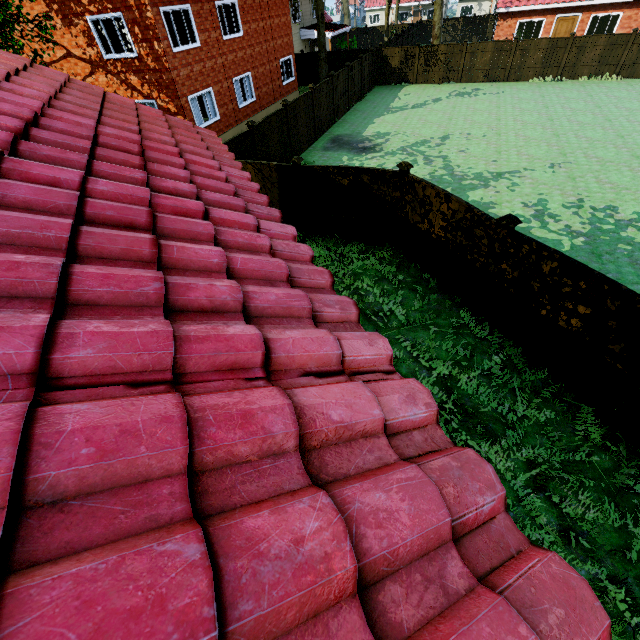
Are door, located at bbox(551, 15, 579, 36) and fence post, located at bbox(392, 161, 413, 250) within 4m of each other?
no

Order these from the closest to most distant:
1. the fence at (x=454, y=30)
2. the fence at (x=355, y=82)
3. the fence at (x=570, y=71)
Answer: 1. the fence at (x=355, y=82)
2. the fence at (x=570, y=71)
3. the fence at (x=454, y=30)

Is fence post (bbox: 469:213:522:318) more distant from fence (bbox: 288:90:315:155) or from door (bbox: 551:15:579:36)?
door (bbox: 551:15:579:36)

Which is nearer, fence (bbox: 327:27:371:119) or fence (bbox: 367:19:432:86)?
fence (bbox: 327:27:371:119)

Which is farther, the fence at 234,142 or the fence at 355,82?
the fence at 355,82

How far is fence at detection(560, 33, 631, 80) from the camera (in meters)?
20.56

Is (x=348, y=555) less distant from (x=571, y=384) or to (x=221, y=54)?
(x=571, y=384)
